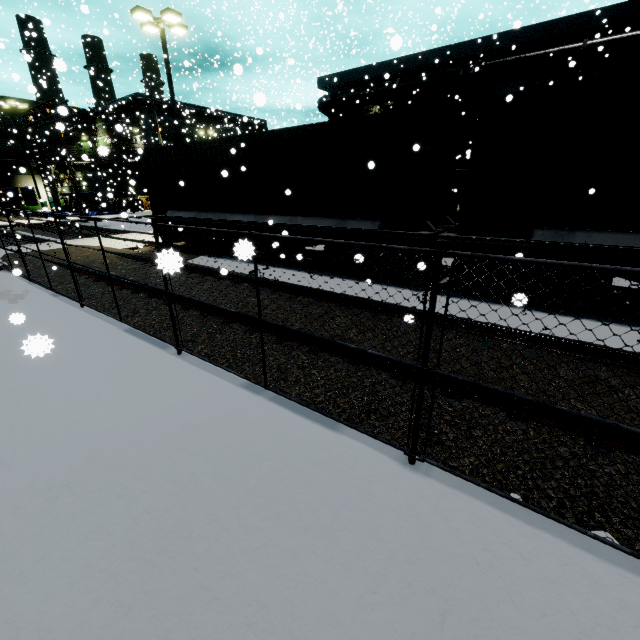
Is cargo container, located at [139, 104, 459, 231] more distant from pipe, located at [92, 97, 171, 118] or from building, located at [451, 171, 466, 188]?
pipe, located at [92, 97, 171, 118]

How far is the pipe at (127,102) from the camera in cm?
4291

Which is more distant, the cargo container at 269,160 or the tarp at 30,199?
the tarp at 30,199

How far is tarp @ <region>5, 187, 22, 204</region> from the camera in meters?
6.5

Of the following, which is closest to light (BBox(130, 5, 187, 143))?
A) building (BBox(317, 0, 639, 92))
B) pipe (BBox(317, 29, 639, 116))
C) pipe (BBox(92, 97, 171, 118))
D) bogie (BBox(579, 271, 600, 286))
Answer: building (BBox(317, 0, 639, 92))

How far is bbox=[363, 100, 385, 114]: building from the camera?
24.1 meters

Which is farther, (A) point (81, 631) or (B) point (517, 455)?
(B) point (517, 455)

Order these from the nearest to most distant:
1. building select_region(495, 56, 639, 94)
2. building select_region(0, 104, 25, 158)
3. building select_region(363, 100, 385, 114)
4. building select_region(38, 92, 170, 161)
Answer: building select_region(495, 56, 639, 94) < building select_region(363, 100, 385, 114) < building select_region(38, 92, 170, 161) < building select_region(0, 104, 25, 158)
